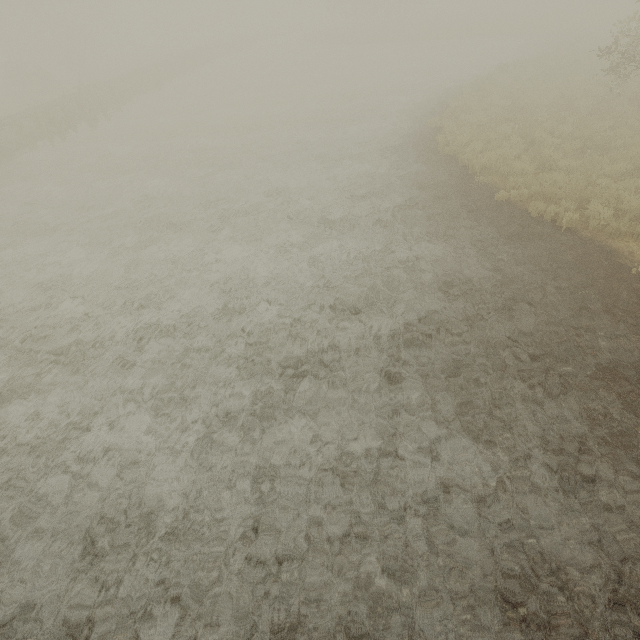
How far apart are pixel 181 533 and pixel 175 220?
9.3m

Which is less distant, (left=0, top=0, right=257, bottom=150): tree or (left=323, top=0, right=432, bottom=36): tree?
(left=0, top=0, right=257, bottom=150): tree

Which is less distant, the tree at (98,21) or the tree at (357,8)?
the tree at (98,21)
